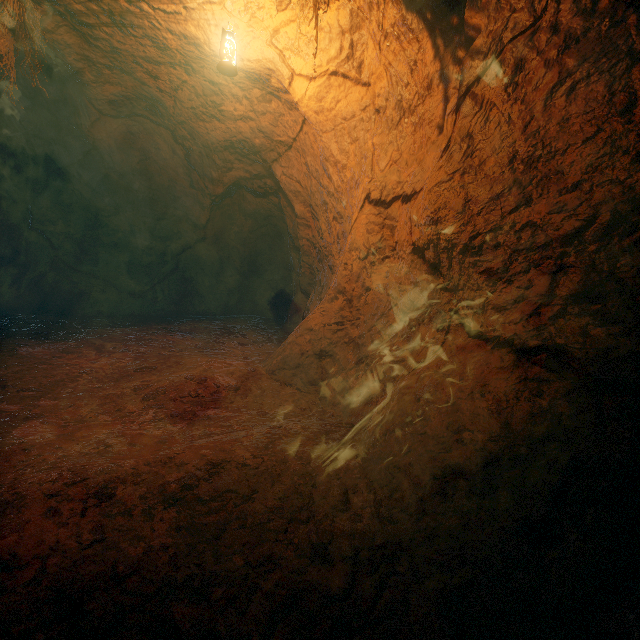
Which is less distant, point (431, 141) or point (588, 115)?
point (588, 115)
